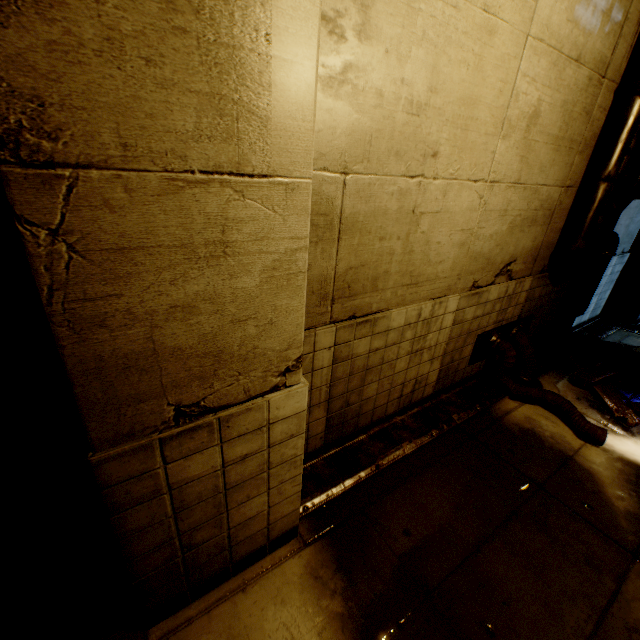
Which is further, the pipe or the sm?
the sm

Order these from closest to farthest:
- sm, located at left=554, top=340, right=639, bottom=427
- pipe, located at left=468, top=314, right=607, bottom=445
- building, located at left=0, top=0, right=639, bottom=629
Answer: building, located at left=0, top=0, right=639, bottom=629
pipe, located at left=468, top=314, right=607, bottom=445
sm, located at left=554, top=340, right=639, bottom=427

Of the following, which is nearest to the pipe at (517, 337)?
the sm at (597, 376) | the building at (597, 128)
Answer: the building at (597, 128)

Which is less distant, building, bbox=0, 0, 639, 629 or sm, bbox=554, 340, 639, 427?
building, bbox=0, 0, 639, 629

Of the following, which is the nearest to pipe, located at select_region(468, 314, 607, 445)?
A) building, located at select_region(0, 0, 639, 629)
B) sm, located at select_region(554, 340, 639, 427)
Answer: building, located at select_region(0, 0, 639, 629)

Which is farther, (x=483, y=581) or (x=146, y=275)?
(x=483, y=581)

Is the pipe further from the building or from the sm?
the sm

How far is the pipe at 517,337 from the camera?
4.48m
